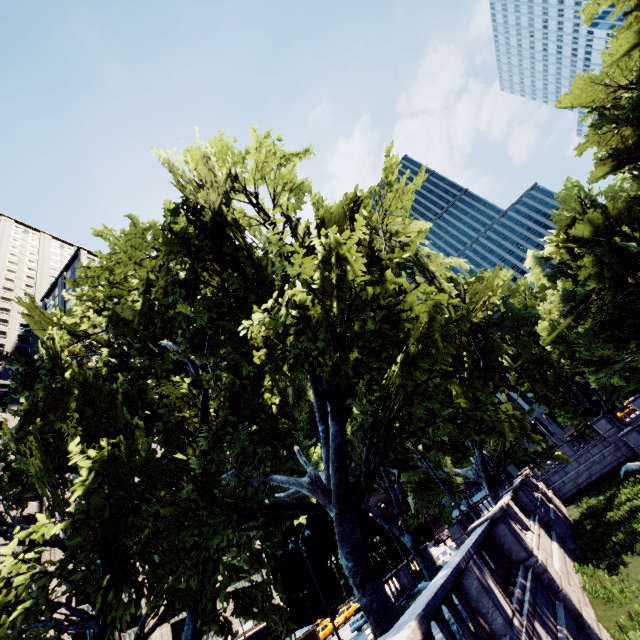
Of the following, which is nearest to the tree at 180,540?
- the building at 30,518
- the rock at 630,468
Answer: the building at 30,518

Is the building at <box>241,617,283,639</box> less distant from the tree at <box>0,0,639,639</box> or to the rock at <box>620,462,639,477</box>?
the tree at <box>0,0,639,639</box>

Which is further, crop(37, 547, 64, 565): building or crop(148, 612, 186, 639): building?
crop(148, 612, 186, 639): building

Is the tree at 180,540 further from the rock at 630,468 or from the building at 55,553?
the rock at 630,468

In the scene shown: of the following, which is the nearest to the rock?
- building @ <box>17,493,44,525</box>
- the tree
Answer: the tree

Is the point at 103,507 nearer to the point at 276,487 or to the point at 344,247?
the point at 276,487

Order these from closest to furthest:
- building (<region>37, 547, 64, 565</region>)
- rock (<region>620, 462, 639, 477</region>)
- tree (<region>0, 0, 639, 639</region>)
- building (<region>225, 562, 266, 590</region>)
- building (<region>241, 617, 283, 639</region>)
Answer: tree (<region>0, 0, 639, 639</region>)
rock (<region>620, 462, 639, 477</region>)
building (<region>37, 547, 64, 565</region>)
building (<region>241, 617, 283, 639</region>)
building (<region>225, 562, 266, 590</region>)
